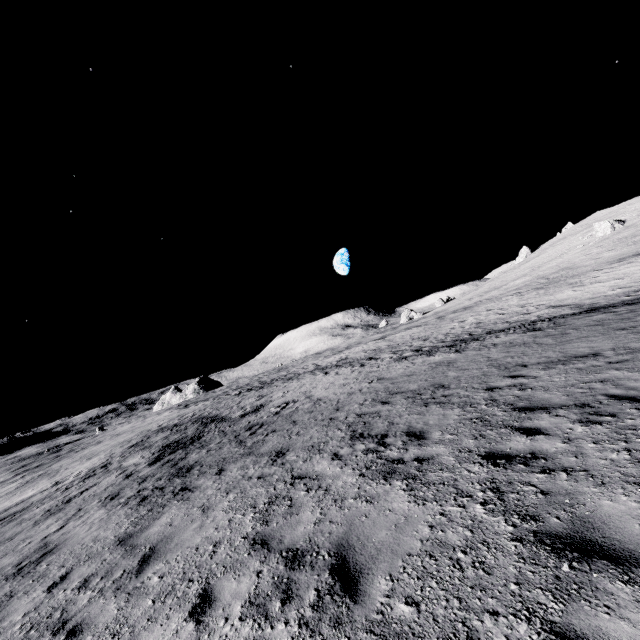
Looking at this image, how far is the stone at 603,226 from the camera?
46.2 meters

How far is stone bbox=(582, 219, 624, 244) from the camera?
46.2m

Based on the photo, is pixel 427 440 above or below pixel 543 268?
below
